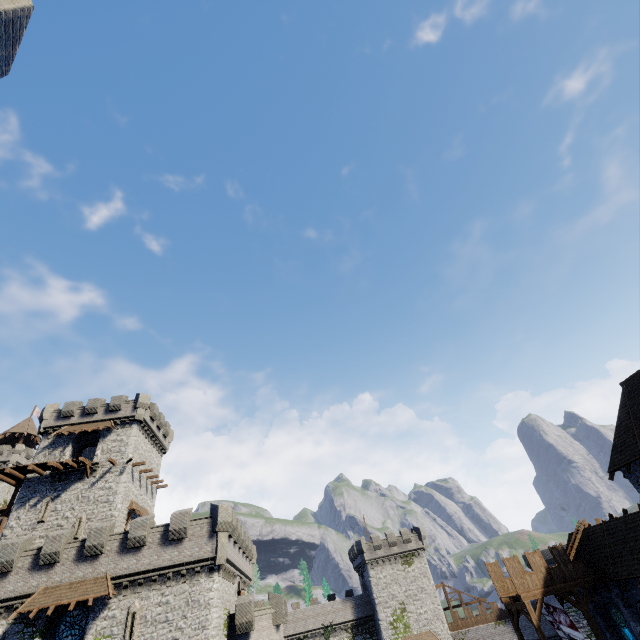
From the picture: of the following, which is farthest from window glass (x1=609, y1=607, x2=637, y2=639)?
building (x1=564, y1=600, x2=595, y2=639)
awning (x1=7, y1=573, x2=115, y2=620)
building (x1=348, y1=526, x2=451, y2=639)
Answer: awning (x1=7, y1=573, x2=115, y2=620)

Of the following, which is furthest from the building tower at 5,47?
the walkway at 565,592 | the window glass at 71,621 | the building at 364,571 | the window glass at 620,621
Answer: the building at 364,571

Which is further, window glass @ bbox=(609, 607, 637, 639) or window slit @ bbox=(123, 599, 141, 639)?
window glass @ bbox=(609, 607, 637, 639)

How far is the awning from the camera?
21.48m

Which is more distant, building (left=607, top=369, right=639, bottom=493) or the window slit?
building (left=607, top=369, right=639, bottom=493)

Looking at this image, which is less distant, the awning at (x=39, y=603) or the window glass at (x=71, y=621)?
the awning at (x=39, y=603)

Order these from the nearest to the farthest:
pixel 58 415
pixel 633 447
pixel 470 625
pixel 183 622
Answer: pixel 183 622 → pixel 633 447 → pixel 58 415 → pixel 470 625

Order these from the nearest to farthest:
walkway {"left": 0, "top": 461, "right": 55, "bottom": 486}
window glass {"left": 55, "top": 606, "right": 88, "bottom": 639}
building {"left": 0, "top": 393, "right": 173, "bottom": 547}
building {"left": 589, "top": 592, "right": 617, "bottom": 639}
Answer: window glass {"left": 55, "top": 606, "right": 88, "bottom": 639} < building {"left": 589, "top": 592, "right": 617, "bottom": 639} < building {"left": 0, "top": 393, "right": 173, "bottom": 547} < walkway {"left": 0, "top": 461, "right": 55, "bottom": 486}
